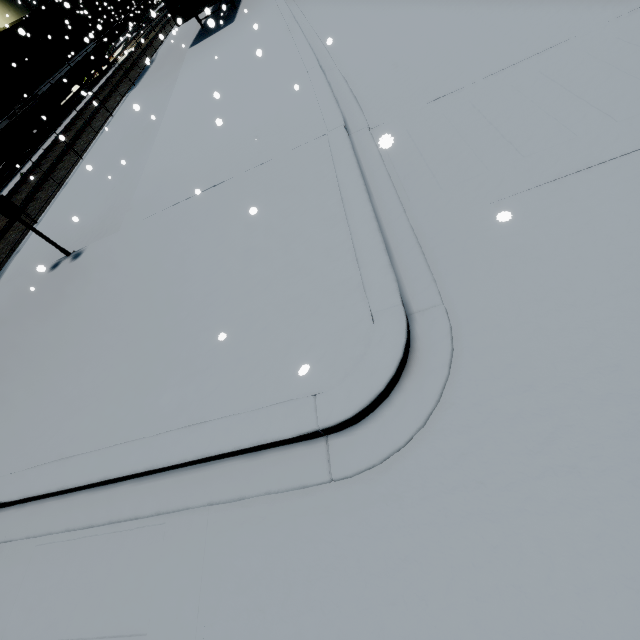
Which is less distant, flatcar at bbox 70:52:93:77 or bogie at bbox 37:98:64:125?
bogie at bbox 37:98:64:125

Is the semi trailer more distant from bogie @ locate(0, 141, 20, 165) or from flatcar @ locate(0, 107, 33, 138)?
bogie @ locate(0, 141, 20, 165)

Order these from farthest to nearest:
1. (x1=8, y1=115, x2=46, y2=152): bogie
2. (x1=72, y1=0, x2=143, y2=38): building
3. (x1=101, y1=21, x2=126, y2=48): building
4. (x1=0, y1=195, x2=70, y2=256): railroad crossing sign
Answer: (x1=101, y1=21, x2=126, y2=48): building
(x1=72, y1=0, x2=143, y2=38): building
(x1=8, y1=115, x2=46, y2=152): bogie
(x1=0, y1=195, x2=70, y2=256): railroad crossing sign

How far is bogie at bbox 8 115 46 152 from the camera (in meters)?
16.09

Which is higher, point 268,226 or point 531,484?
point 268,226

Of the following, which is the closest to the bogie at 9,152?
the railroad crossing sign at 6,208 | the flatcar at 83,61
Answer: the flatcar at 83,61

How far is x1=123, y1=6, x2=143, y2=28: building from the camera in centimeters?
3449cm

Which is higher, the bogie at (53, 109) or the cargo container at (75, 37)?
the cargo container at (75, 37)
